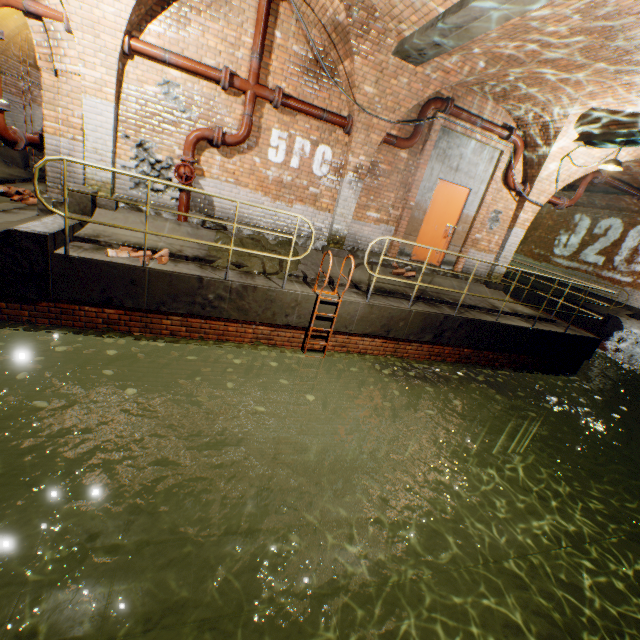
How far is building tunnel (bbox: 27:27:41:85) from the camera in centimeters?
1088cm

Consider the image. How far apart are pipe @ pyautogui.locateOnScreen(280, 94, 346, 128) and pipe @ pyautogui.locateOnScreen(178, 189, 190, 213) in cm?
251

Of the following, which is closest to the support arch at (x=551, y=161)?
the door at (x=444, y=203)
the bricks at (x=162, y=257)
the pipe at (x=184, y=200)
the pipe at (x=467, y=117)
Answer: the pipe at (x=467, y=117)

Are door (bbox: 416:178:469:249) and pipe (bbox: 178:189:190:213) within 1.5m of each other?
no

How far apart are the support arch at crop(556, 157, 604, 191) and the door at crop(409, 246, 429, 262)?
1.65m

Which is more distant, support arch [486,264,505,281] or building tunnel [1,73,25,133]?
building tunnel [1,73,25,133]

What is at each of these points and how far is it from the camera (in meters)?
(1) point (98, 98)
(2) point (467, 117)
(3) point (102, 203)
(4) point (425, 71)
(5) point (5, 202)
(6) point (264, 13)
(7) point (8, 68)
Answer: (1) support arch, 5.57
(2) pipe, 7.52
(3) support arch, 6.15
(4) support arch, 6.04
(5) building tunnel, 7.18
(6) pipe, 5.73
(7) building tunnel, 10.52

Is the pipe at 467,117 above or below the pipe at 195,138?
above
